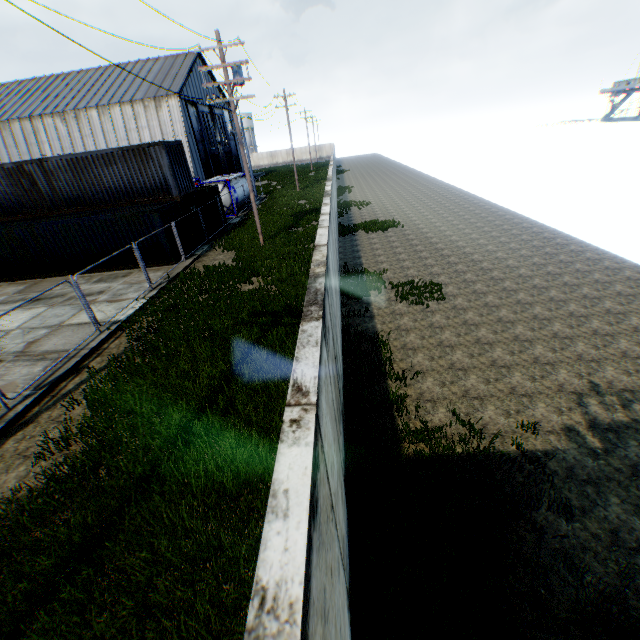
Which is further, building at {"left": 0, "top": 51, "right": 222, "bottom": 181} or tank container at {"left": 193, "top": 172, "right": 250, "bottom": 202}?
building at {"left": 0, "top": 51, "right": 222, "bottom": 181}

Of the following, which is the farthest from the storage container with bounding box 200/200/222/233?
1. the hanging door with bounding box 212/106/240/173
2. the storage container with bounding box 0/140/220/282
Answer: the hanging door with bounding box 212/106/240/173

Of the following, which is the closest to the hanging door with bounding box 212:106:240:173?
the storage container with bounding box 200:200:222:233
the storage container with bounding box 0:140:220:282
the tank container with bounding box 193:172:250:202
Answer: the tank container with bounding box 193:172:250:202

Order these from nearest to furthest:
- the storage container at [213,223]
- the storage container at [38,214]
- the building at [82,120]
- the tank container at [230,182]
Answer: the storage container at [38,214]
the storage container at [213,223]
the tank container at [230,182]
the building at [82,120]

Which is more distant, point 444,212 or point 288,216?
point 288,216

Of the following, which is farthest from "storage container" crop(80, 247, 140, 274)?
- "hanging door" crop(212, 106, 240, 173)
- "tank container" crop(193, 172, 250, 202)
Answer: "hanging door" crop(212, 106, 240, 173)

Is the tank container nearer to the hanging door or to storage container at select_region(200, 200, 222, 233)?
storage container at select_region(200, 200, 222, 233)

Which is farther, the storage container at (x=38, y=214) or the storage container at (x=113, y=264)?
the storage container at (x=113, y=264)
